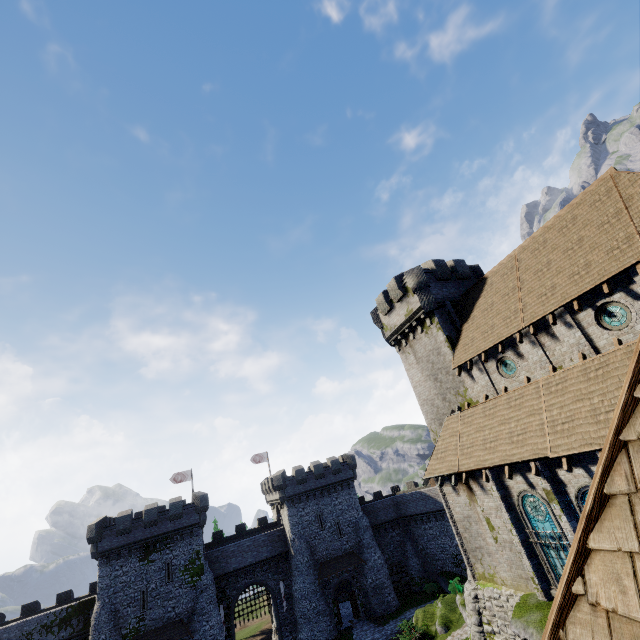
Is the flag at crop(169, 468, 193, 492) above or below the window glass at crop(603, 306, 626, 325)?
above

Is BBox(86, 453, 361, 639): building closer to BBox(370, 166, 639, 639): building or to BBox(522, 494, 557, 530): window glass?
BBox(370, 166, 639, 639): building

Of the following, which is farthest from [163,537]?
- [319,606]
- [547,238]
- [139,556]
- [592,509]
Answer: [547,238]

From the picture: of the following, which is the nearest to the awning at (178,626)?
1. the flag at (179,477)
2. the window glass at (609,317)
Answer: the flag at (179,477)

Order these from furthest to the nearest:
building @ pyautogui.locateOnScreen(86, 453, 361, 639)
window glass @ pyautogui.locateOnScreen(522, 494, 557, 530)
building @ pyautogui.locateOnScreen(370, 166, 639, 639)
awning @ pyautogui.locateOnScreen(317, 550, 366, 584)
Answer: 1. awning @ pyautogui.locateOnScreen(317, 550, 366, 584)
2. building @ pyautogui.locateOnScreen(86, 453, 361, 639)
3. window glass @ pyautogui.locateOnScreen(522, 494, 557, 530)
4. building @ pyautogui.locateOnScreen(370, 166, 639, 639)

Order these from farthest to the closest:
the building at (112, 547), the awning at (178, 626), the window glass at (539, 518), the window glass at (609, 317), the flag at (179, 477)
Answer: the flag at (179, 477) < the building at (112, 547) < the awning at (178, 626) < the window glass at (539, 518) < the window glass at (609, 317)

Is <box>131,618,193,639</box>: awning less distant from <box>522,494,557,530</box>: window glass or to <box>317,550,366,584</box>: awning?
<box>317,550,366,584</box>: awning

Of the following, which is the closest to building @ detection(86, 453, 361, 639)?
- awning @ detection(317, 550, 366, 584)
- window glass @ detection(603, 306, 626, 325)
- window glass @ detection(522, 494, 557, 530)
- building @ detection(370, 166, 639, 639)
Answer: awning @ detection(317, 550, 366, 584)
